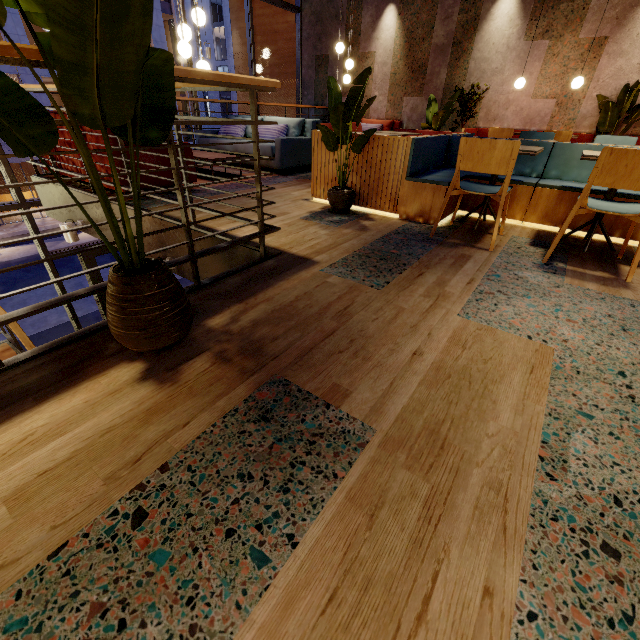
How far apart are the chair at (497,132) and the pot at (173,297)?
7.3 meters

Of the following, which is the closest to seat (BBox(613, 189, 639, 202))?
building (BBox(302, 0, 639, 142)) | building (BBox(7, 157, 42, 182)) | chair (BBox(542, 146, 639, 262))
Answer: building (BBox(302, 0, 639, 142))

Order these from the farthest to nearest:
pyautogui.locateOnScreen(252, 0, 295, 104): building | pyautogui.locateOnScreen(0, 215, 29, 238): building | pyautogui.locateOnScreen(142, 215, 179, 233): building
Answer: pyautogui.locateOnScreen(0, 215, 29, 238): building → pyautogui.locateOnScreen(252, 0, 295, 104): building → pyautogui.locateOnScreen(142, 215, 179, 233): building

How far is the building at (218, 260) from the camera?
2.7 meters

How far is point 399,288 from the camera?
2.2 meters

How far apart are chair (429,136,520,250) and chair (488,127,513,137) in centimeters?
439cm

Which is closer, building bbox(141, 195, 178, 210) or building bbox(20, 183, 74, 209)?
building bbox(141, 195, 178, 210)

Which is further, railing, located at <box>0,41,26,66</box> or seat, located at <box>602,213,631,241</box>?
seat, located at <box>602,213,631,241</box>
